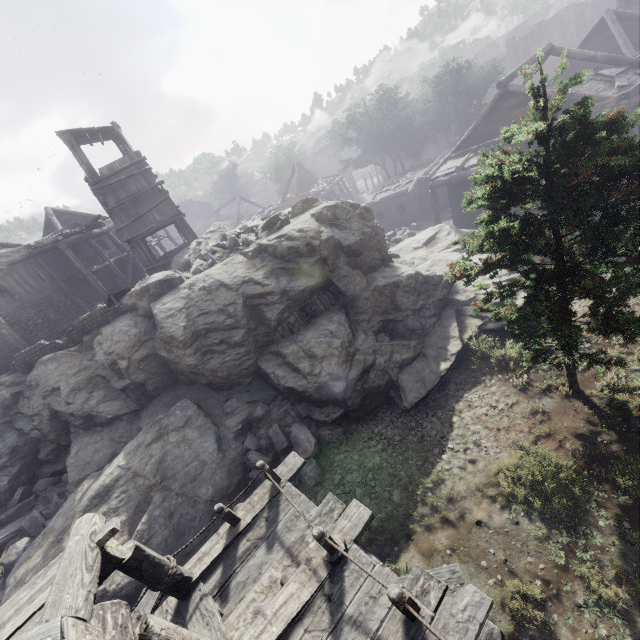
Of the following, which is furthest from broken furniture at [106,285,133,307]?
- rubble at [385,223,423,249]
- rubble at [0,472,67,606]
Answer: rubble at [385,223,423,249]

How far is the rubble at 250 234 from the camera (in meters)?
14.37

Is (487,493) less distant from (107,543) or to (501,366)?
(501,366)

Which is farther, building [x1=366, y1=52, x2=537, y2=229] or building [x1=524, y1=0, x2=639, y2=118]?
building [x1=366, y1=52, x2=537, y2=229]

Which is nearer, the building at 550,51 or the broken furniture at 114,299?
the building at 550,51

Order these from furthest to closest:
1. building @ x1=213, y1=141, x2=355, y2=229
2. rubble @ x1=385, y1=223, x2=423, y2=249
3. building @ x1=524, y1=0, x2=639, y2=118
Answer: building @ x1=213, y1=141, x2=355, y2=229 → rubble @ x1=385, y1=223, x2=423, y2=249 → building @ x1=524, y1=0, x2=639, y2=118

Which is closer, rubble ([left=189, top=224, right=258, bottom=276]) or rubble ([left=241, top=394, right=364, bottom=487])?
rubble ([left=241, top=394, right=364, bottom=487])

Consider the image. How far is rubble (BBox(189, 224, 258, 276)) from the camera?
14.4m
